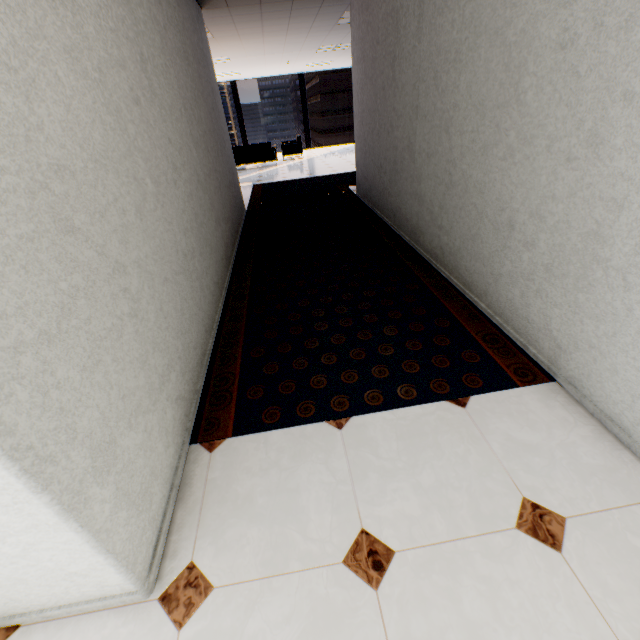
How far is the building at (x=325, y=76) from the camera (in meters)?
59.50

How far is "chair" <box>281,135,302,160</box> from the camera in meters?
12.5

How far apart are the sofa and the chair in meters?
0.6

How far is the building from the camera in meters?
59.5

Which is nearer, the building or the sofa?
the sofa

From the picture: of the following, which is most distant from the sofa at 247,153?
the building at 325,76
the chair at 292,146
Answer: the building at 325,76

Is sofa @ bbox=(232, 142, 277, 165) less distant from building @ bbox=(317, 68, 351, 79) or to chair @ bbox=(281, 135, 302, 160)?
chair @ bbox=(281, 135, 302, 160)

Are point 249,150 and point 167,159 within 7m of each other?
no
